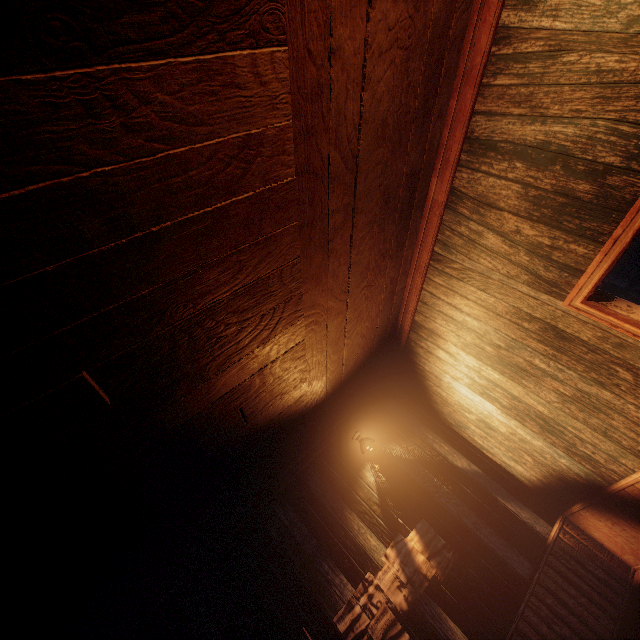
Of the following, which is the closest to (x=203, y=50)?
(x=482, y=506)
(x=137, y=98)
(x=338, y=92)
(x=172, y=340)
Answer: (x=137, y=98)

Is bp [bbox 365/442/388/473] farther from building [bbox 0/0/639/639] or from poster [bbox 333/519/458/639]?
poster [bbox 333/519/458/639]

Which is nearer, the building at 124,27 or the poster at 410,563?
the building at 124,27

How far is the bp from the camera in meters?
4.8

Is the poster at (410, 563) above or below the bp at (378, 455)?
below

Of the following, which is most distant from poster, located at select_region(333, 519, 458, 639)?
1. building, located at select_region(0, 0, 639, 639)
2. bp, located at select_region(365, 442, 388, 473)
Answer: bp, located at select_region(365, 442, 388, 473)
